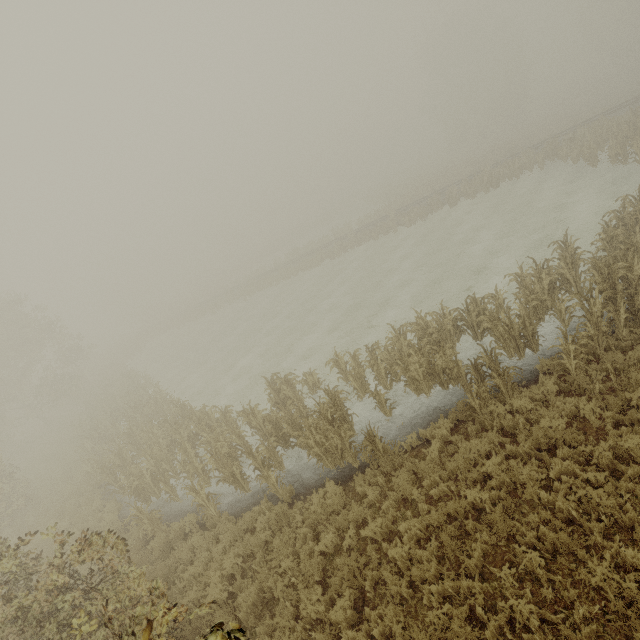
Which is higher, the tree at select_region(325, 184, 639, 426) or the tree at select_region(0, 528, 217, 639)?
the tree at select_region(0, 528, 217, 639)

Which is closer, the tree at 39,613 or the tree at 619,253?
the tree at 39,613

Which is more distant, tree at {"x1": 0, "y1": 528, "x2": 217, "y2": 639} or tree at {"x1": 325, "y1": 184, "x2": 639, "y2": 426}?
tree at {"x1": 325, "y1": 184, "x2": 639, "y2": 426}

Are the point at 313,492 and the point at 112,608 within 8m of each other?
yes

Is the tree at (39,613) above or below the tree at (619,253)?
above
